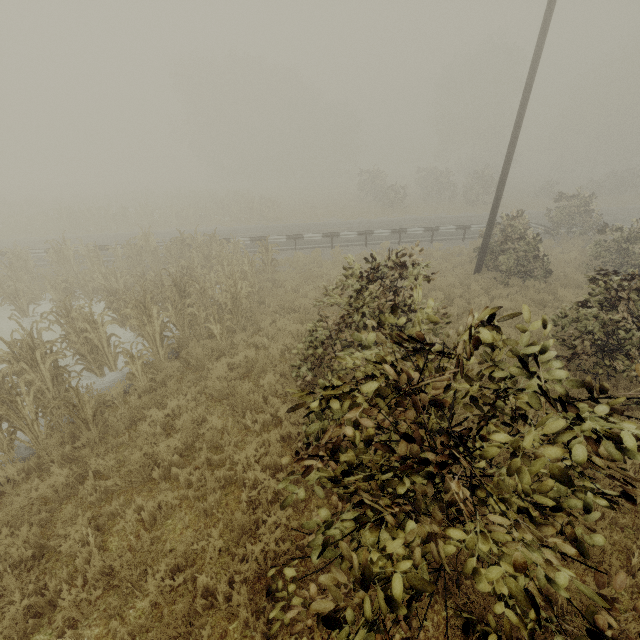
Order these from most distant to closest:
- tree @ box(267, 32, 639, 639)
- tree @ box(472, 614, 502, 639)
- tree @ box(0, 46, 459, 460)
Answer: tree @ box(0, 46, 459, 460) < tree @ box(472, 614, 502, 639) < tree @ box(267, 32, 639, 639)

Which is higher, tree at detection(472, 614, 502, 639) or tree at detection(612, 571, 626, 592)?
tree at detection(612, 571, 626, 592)

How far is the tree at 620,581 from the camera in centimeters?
221cm

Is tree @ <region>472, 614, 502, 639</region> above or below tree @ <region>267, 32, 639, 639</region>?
below

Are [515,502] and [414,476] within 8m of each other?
yes

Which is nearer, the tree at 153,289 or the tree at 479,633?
the tree at 479,633

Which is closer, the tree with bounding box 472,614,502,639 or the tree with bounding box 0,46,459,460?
the tree with bounding box 472,614,502,639

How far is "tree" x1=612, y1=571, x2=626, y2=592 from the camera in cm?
221
